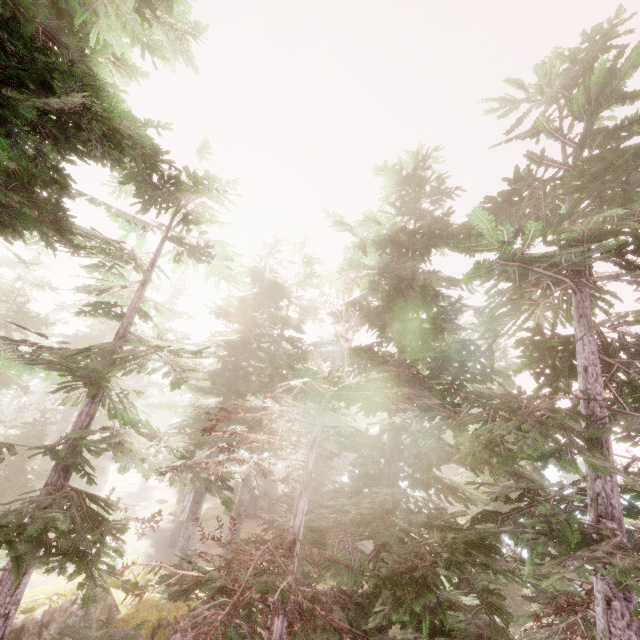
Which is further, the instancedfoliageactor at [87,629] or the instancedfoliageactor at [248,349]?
the instancedfoliageactor at [87,629]

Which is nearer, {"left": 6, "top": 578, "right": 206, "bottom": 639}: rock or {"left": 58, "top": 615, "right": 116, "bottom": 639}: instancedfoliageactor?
{"left": 58, "top": 615, "right": 116, "bottom": 639}: instancedfoliageactor

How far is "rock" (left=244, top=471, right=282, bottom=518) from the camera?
32.9 meters

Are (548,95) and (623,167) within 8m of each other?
yes

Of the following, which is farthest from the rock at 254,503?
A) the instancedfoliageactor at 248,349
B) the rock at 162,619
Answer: the rock at 162,619

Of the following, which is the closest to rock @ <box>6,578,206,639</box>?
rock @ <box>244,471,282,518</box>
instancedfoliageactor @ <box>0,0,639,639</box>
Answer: instancedfoliageactor @ <box>0,0,639,639</box>

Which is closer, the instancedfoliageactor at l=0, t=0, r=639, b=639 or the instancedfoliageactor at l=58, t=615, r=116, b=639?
the instancedfoliageactor at l=0, t=0, r=639, b=639
